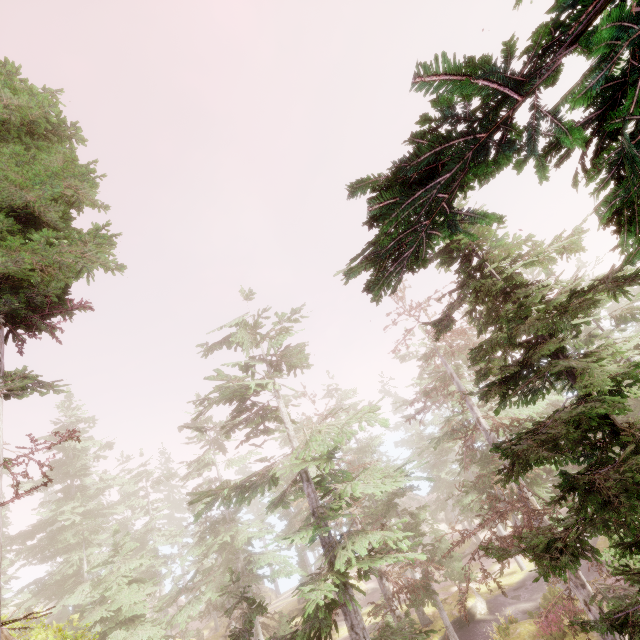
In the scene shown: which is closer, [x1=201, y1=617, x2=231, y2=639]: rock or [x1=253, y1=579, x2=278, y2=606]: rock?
[x1=201, y1=617, x2=231, y2=639]: rock

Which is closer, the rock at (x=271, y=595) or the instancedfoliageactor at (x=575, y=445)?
the instancedfoliageactor at (x=575, y=445)

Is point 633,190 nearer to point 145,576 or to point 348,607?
point 348,607

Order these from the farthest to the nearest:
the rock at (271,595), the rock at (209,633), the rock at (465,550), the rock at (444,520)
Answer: the rock at (444,520) → the rock at (271,595) → the rock at (465,550) → the rock at (209,633)

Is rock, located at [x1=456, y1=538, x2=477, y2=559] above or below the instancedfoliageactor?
below

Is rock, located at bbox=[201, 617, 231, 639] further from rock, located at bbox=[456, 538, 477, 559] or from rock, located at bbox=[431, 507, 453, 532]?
rock, located at bbox=[431, 507, 453, 532]

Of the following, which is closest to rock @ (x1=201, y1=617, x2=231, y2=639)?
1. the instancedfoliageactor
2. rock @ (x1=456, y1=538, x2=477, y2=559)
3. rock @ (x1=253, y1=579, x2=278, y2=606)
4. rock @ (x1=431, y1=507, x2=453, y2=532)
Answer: the instancedfoliageactor
